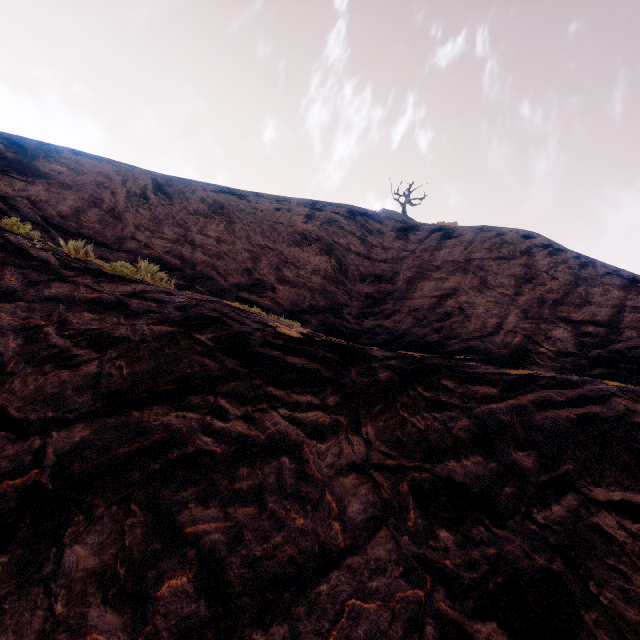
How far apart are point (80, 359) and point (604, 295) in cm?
937
